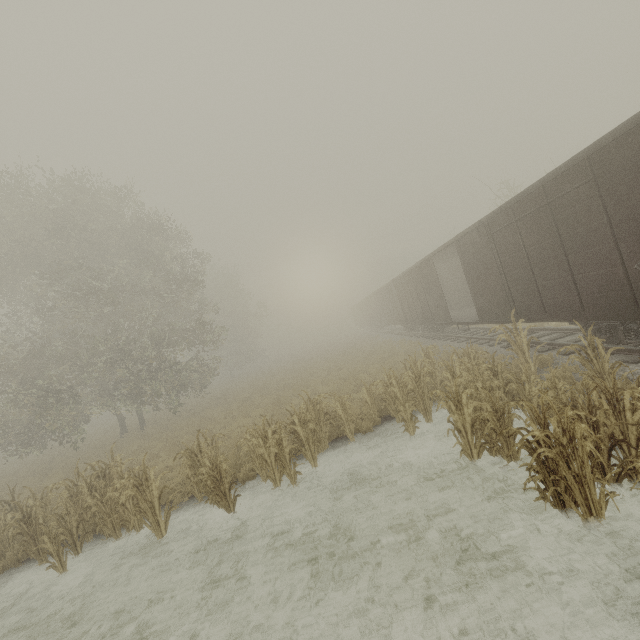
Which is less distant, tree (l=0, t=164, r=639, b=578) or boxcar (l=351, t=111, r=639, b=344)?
tree (l=0, t=164, r=639, b=578)

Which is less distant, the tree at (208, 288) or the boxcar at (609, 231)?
the tree at (208, 288)

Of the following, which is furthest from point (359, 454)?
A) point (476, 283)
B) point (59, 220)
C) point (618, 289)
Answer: point (59, 220)
